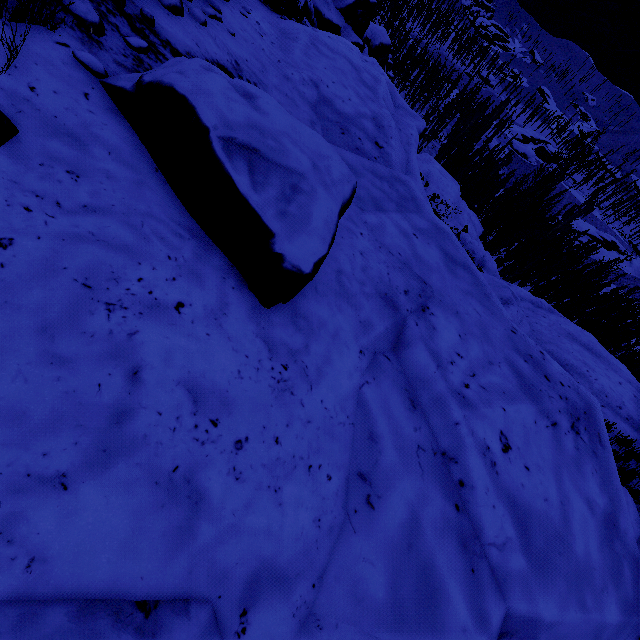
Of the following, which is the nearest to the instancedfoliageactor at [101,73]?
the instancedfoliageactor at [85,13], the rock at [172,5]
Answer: the rock at [172,5]

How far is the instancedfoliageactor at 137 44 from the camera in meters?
2.3

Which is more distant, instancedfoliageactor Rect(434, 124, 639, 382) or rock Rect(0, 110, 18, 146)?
instancedfoliageactor Rect(434, 124, 639, 382)

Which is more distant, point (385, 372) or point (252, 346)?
point (385, 372)

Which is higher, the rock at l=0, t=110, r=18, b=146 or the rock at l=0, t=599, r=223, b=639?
the rock at l=0, t=110, r=18, b=146

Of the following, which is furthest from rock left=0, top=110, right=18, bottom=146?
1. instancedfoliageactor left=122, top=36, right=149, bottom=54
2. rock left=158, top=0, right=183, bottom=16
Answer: instancedfoliageactor left=122, top=36, right=149, bottom=54

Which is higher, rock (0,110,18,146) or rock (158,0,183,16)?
rock (0,110,18,146)

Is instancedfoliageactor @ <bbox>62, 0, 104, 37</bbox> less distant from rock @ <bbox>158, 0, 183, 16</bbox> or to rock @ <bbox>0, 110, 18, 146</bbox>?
rock @ <bbox>158, 0, 183, 16</bbox>
